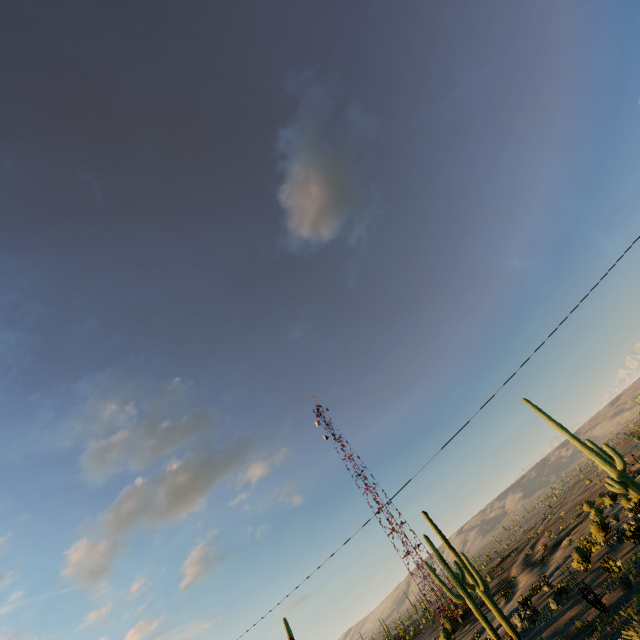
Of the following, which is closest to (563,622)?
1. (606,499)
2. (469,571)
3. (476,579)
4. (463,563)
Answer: (476,579)
